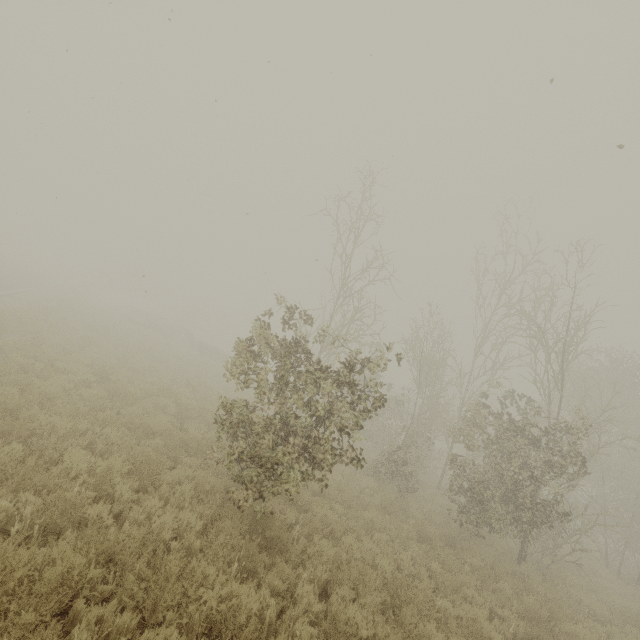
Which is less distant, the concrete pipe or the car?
the car

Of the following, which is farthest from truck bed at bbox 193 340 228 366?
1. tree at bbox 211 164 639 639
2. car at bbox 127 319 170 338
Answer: tree at bbox 211 164 639 639

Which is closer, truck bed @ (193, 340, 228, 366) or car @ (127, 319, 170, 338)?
truck bed @ (193, 340, 228, 366)

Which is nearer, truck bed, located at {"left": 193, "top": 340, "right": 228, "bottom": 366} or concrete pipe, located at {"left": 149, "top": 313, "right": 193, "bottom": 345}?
truck bed, located at {"left": 193, "top": 340, "right": 228, "bottom": 366}

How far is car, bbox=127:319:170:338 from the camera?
31.61m

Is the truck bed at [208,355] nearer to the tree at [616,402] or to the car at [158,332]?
the car at [158,332]

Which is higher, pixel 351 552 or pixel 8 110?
pixel 8 110

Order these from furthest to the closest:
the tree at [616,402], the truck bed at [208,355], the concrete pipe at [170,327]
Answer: the concrete pipe at [170,327] → the truck bed at [208,355] → the tree at [616,402]
